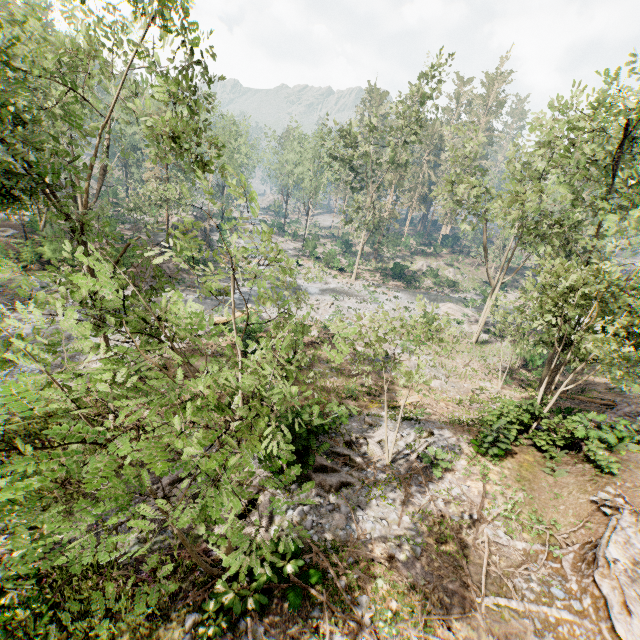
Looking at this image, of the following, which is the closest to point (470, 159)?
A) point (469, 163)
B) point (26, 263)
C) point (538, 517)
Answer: point (469, 163)

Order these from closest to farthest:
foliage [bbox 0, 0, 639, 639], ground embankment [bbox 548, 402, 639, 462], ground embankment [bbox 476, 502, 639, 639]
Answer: foliage [bbox 0, 0, 639, 639] < ground embankment [bbox 476, 502, 639, 639] < ground embankment [bbox 548, 402, 639, 462]

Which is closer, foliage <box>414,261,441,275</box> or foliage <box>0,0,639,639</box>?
foliage <box>0,0,639,639</box>

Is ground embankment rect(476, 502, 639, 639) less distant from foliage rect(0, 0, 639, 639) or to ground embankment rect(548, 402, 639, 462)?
foliage rect(0, 0, 639, 639)

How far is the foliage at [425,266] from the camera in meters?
49.9 m

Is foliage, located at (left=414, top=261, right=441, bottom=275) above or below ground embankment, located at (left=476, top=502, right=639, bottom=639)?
below

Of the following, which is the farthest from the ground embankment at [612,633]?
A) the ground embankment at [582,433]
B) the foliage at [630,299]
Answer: the ground embankment at [582,433]

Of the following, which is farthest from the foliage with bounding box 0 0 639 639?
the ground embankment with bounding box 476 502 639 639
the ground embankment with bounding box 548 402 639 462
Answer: the ground embankment with bounding box 476 502 639 639
